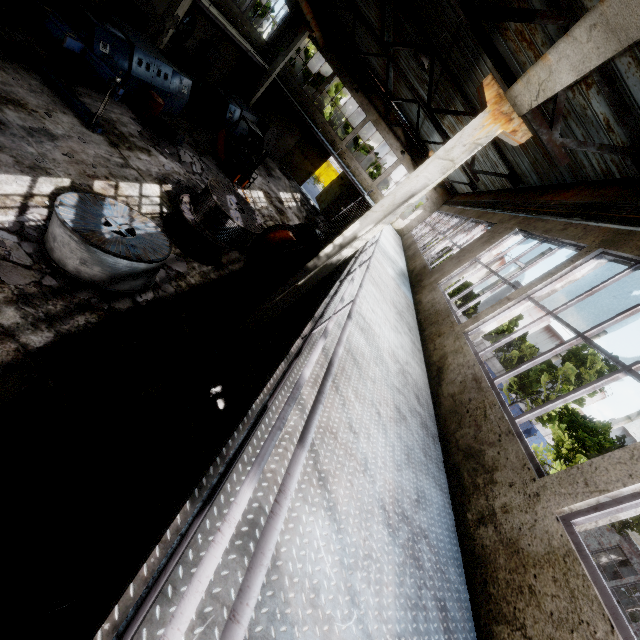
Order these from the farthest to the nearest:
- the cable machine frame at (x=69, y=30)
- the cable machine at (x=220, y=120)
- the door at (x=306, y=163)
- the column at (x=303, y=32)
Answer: the door at (x=306, y=163), the column at (x=303, y=32), the cable machine at (x=220, y=120), the cable machine frame at (x=69, y=30)

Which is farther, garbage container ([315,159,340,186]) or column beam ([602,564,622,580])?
garbage container ([315,159,340,186])

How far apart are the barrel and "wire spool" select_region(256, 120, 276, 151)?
9.8m

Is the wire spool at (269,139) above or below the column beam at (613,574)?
below

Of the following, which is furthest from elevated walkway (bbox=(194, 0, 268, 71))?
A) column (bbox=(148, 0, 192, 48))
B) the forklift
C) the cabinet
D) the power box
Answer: the forklift

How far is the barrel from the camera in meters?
12.0

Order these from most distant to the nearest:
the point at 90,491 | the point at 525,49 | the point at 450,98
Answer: the point at 450,98
the point at 525,49
the point at 90,491

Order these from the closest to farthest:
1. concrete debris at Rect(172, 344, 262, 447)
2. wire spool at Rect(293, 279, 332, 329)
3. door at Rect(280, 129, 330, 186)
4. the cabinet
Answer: concrete debris at Rect(172, 344, 262, 447)
wire spool at Rect(293, 279, 332, 329)
the cabinet
door at Rect(280, 129, 330, 186)
